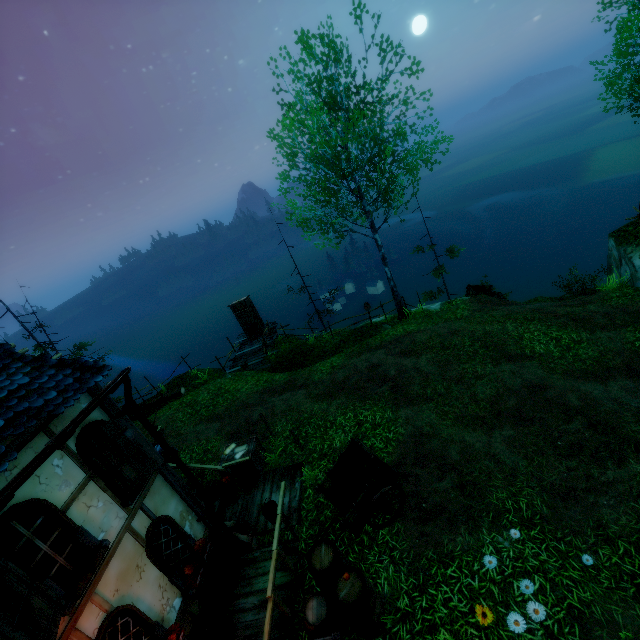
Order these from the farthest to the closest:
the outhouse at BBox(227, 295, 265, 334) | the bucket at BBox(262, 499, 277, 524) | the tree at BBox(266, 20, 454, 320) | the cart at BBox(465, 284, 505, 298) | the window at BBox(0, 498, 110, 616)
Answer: the outhouse at BBox(227, 295, 265, 334)
the cart at BBox(465, 284, 505, 298)
the tree at BBox(266, 20, 454, 320)
the bucket at BBox(262, 499, 277, 524)
the window at BBox(0, 498, 110, 616)

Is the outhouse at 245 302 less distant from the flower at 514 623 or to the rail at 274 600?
the rail at 274 600

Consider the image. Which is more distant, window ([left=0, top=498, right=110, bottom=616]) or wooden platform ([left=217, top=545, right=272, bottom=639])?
wooden platform ([left=217, top=545, right=272, bottom=639])

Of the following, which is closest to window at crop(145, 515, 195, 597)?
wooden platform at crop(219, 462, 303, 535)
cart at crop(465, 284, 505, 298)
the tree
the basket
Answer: wooden platform at crop(219, 462, 303, 535)

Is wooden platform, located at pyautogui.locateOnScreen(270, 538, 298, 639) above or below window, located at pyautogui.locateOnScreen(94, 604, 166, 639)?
below

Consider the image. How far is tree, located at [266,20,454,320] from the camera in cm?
1187

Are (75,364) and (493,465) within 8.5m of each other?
no

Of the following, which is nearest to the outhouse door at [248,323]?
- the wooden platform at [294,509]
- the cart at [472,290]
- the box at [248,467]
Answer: the box at [248,467]
